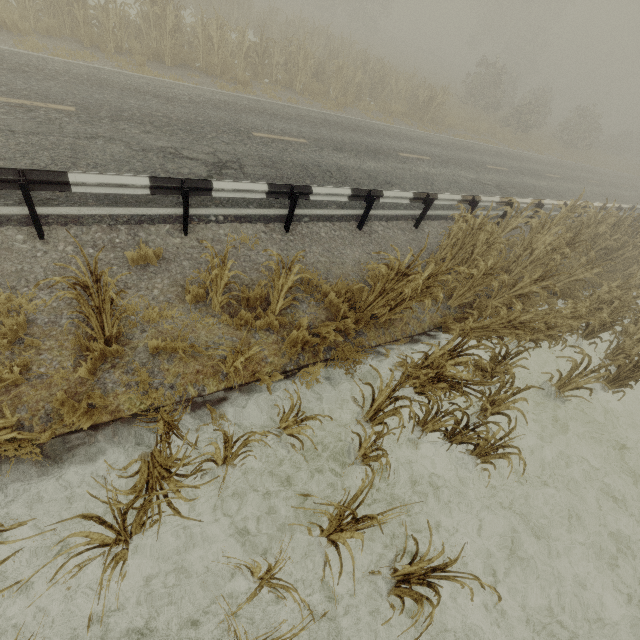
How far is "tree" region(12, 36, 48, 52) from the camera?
8.7 meters

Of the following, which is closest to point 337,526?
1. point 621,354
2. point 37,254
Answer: point 37,254

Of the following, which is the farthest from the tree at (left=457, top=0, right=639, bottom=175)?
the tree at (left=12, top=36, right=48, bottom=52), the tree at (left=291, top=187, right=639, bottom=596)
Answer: the tree at (left=12, top=36, right=48, bottom=52)

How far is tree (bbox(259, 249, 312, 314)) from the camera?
4.43m

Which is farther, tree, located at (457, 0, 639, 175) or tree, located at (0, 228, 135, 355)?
tree, located at (457, 0, 639, 175)

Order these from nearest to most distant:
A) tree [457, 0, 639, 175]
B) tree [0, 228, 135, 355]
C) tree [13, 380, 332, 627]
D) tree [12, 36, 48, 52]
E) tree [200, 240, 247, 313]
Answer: tree [13, 380, 332, 627] → tree [0, 228, 135, 355] → tree [200, 240, 247, 313] → tree [12, 36, 48, 52] → tree [457, 0, 639, 175]

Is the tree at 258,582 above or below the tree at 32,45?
below

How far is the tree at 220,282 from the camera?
4.0 meters
